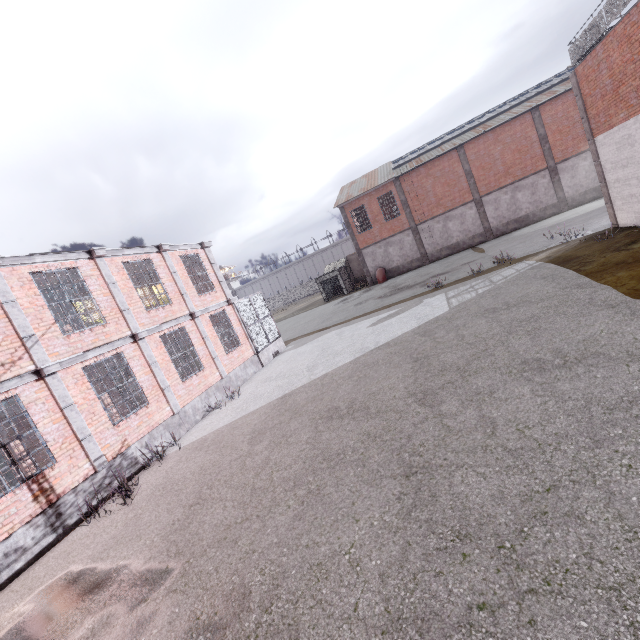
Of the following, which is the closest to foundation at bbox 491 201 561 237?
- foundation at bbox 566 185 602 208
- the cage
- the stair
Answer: foundation at bbox 566 185 602 208

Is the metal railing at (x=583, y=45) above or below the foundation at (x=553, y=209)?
above

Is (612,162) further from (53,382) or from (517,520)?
(53,382)

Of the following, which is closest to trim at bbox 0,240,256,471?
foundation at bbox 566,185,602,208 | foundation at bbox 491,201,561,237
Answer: foundation at bbox 491,201,561,237

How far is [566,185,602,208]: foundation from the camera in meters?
26.7 m

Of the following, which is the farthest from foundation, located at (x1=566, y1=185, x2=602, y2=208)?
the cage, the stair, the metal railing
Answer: the stair

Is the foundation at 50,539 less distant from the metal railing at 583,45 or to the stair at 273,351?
the stair at 273,351

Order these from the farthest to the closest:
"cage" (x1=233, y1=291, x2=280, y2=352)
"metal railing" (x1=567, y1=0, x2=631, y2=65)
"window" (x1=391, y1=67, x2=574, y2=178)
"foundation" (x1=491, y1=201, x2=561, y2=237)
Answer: "foundation" (x1=491, y1=201, x2=561, y2=237) < "window" (x1=391, y1=67, x2=574, y2=178) < "cage" (x1=233, y1=291, x2=280, y2=352) < "metal railing" (x1=567, y1=0, x2=631, y2=65)
